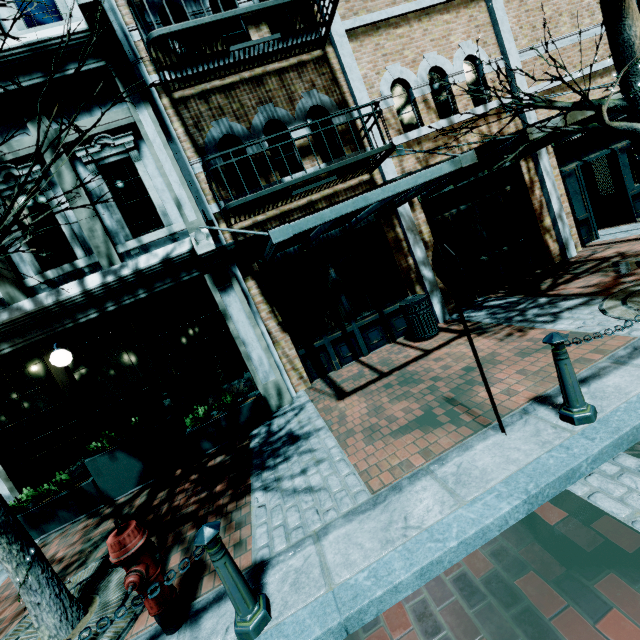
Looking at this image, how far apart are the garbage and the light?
6.3 meters

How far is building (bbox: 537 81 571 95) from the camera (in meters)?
7.87

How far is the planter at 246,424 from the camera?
5.3 meters

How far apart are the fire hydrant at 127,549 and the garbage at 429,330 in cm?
555

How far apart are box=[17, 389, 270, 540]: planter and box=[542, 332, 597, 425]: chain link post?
5.6m

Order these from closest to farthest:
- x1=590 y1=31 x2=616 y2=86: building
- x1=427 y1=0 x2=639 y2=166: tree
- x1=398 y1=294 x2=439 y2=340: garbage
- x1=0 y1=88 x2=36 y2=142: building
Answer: x1=427 y1=0 x2=639 y2=166: tree → x1=0 y1=88 x2=36 y2=142: building → x1=398 y1=294 x2=439 y2=340: garbage → x1=590 y1=31 x2=616 y2=86: building

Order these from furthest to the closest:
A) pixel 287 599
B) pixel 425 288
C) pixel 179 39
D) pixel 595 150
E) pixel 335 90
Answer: pixel 595 150 → pixel 425 288 → pixel 335 90 → pixel 179 39 → pixel 287 599

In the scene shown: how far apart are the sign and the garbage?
3.5 meters
